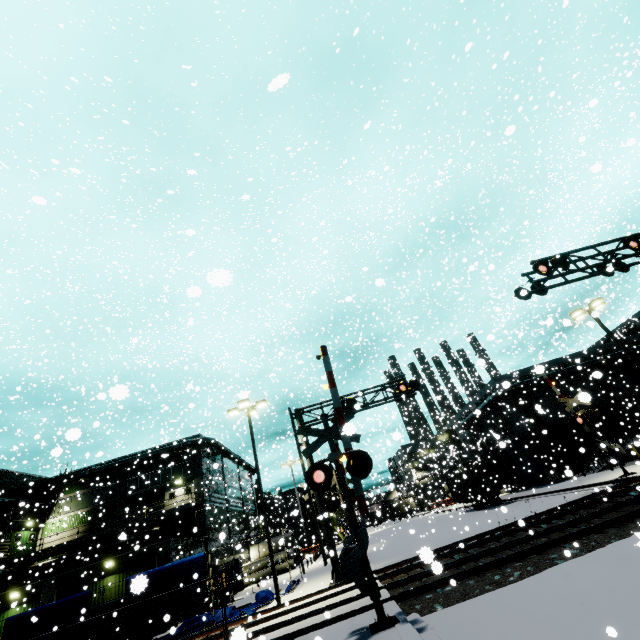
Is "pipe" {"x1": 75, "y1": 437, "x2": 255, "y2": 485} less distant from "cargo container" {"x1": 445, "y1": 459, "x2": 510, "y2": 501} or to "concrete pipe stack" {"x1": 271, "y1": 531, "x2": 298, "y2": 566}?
"concrete pipe stack" {"x1": 271, "y1": 531, "x2": 298, "y2": 566}

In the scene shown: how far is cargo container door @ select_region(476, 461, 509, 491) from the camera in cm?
2944

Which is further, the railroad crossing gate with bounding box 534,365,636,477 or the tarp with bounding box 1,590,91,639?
the railroad crossing gate with bounding box 534,365,636,477

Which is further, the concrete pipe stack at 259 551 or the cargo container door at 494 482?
the concrete pipe stack at 259 551

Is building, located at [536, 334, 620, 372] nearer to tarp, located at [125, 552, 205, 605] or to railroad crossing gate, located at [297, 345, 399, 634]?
tarp, located at [125, 552, 205, 605]

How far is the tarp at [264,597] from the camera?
16.20m

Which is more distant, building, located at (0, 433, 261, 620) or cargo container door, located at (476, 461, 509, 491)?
cargo container door, located at (476, 461, 509, 491)

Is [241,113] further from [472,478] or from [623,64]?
[472,478]
